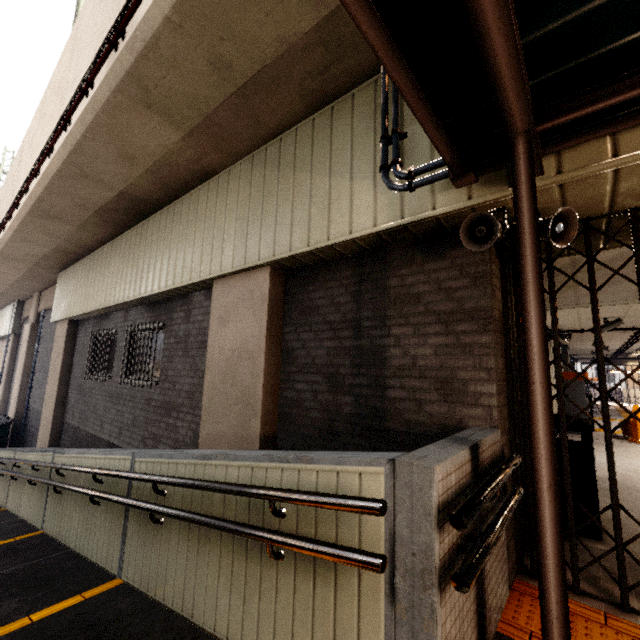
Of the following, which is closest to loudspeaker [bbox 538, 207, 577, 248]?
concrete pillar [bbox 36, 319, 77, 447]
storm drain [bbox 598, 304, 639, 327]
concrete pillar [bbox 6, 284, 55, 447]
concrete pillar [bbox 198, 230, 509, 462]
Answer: concrete pillar [bbox 198, 230, 509, 462]

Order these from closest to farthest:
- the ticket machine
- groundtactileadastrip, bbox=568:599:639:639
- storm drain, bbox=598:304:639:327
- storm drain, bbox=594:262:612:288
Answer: groundtactileadastrip, bbox=568:599:639:639 < storm drain, bbox=594:262:612:288 < storm drain, bbox=598:304:639:327 < the ticket machine

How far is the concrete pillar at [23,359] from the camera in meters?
13.6 m

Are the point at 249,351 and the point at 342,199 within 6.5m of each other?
yes

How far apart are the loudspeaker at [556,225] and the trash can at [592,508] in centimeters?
223cm

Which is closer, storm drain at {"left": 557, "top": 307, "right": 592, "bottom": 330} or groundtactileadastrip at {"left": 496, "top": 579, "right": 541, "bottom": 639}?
groundtactileadastrip at {"left": 496, "top": 579, "right": 541, "bottom": 639}

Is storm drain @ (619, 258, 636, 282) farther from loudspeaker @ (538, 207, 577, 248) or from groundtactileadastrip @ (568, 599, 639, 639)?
groundtactileadastrip @ (568, 599, 639, 639)

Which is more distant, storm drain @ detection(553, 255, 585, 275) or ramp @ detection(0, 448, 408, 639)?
storm drain @ detection(553, 255, 585, 275)
